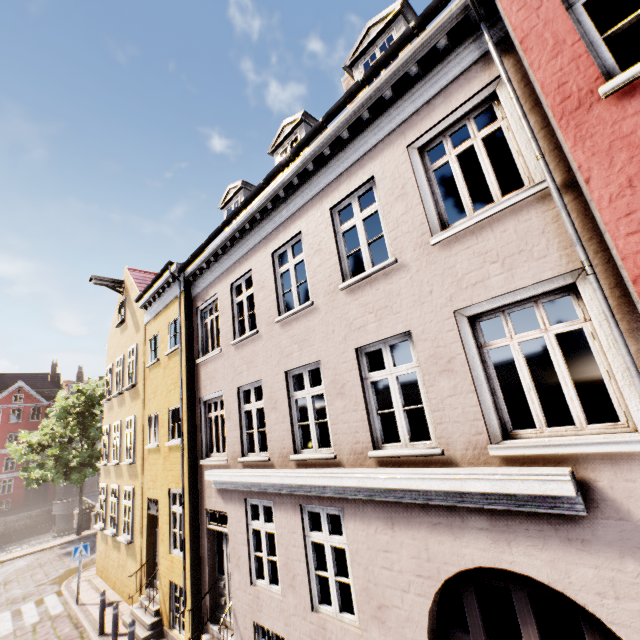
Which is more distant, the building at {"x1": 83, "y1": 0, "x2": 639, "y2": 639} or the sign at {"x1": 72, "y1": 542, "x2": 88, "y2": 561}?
the sign at {"x1": 72, "y1": 542, "x2": 88, "y2": 561}

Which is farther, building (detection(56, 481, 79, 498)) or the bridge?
building (detection(56, 481, 79, 498))

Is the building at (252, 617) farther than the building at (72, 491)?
No

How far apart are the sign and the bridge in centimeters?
2937cm

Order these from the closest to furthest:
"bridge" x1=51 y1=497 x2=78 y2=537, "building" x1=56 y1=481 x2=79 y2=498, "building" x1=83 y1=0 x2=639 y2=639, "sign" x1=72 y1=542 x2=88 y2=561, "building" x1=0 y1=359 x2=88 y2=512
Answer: "building" x1=83 y1=0 x2=639 y2=639, "sign" x1=72 y1=542 x2=88 y2=561, "bridge" x1=51 y1=497 x2=78 y2=537, "building" x1=0 y1=359 x2=88 y2=512, "building" x1=56 y1=481 x2=79 y2=498

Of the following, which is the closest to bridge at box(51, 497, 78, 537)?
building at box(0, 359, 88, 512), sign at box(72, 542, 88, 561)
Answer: building at box(0, 359, 88, 512)

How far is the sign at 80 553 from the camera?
12.2 meters

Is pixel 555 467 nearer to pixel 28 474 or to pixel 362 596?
pixel 362 596
